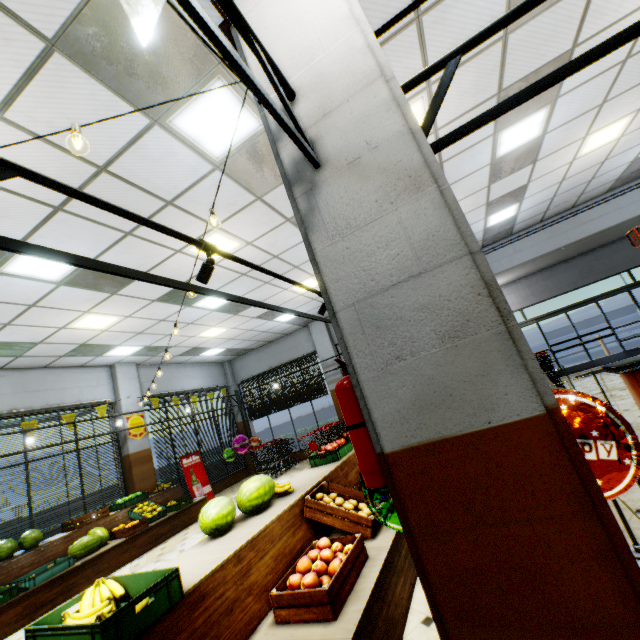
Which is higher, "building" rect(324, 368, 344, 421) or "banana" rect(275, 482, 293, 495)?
"building" rect(324, 368, 344, 421)

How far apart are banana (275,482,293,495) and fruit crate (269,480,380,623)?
0.87m

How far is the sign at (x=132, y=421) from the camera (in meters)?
9.66

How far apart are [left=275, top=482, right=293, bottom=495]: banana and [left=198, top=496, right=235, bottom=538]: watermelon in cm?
9

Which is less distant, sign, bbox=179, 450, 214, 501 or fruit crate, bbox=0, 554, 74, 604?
fruit crate, bbox=0, 554, 74, 604

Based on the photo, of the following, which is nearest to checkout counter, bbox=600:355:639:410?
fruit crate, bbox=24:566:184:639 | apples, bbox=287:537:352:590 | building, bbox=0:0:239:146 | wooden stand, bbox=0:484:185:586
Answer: building, bbox=0:0:239:146

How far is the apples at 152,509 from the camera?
7.8m

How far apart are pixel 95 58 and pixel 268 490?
4.3m
